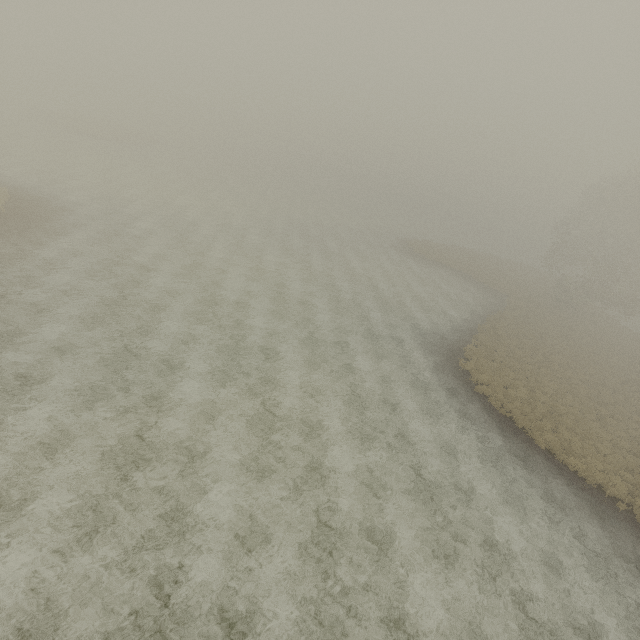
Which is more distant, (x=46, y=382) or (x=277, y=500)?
(x=46, y=382)
